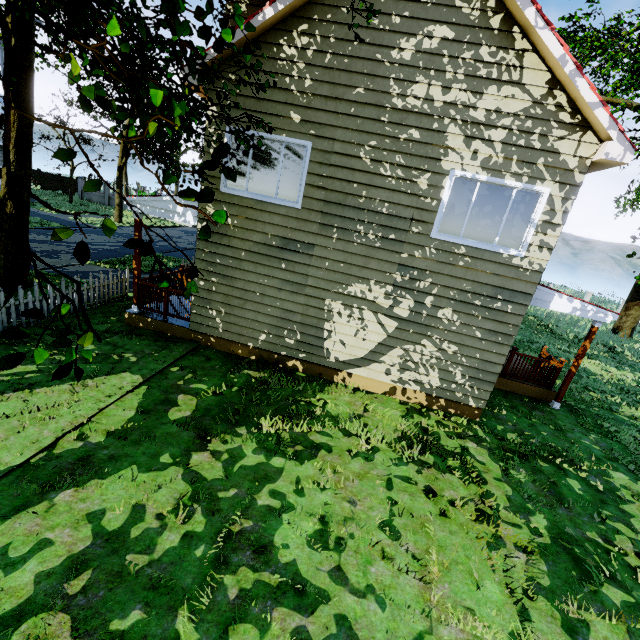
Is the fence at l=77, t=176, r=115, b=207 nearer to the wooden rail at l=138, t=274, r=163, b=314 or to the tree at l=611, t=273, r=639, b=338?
the tree at l=611, t=273, r=639, b=338

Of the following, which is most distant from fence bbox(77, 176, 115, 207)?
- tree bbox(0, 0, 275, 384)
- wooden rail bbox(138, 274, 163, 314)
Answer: wooden rail bbox(138, 274, 163, 314)

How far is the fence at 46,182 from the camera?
35.0 meters

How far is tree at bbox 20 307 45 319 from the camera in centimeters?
158cm

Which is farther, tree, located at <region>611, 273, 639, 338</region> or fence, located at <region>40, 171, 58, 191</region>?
fence, located at <region>40, 171, 58, 191</region>

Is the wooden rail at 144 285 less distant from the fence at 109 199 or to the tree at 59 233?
the tree at 59 233

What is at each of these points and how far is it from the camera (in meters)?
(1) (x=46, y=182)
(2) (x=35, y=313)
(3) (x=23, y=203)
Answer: (1) fence, 35.34
(2) tree, 1.61
(3) tree, 9.70
